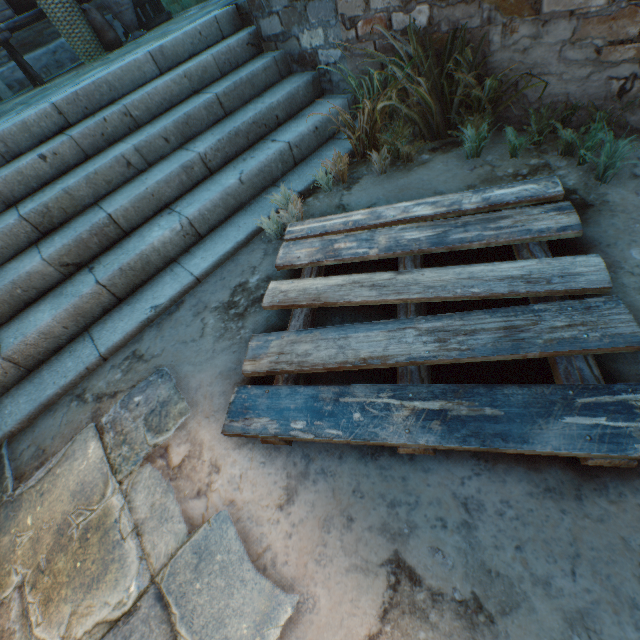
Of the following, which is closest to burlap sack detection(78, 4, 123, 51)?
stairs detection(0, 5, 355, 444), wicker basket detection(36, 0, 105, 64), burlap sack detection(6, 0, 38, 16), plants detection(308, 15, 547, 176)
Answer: wicker basket detection(36, 0, 105, 64)

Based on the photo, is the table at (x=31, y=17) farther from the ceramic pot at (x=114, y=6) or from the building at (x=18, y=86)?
the building at (x=18, y=86)

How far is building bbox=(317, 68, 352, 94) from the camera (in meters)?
2.96

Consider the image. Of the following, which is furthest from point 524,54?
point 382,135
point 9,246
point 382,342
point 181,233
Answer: point 9,246

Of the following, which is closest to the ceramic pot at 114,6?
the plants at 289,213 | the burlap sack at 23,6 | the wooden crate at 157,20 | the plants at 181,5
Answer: the wooden crate at 157,20

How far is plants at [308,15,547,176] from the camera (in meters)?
2.09

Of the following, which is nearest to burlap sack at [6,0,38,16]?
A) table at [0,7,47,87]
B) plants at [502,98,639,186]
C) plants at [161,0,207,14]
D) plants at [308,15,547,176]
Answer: table at [0,7,47,87]
